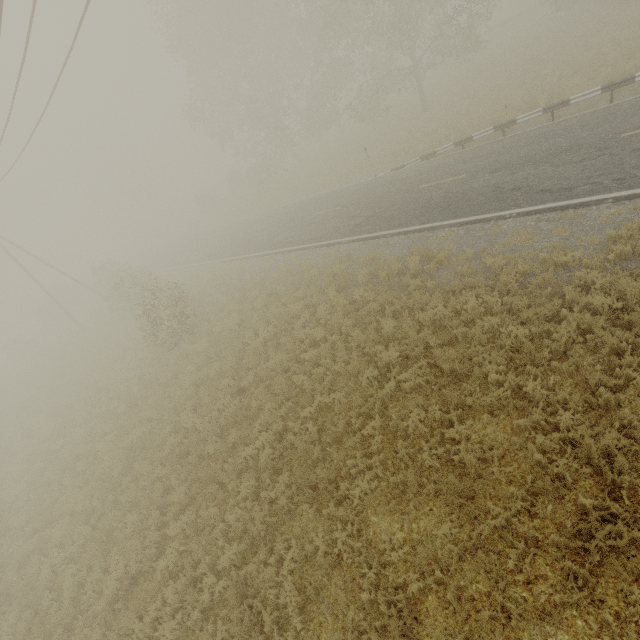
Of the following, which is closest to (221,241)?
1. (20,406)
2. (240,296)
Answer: (240,296)
